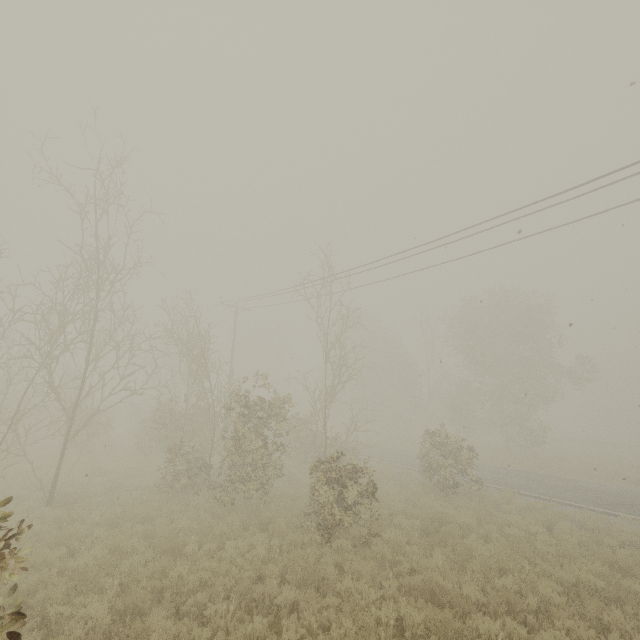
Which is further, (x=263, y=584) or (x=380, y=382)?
(x=380, y=382)
